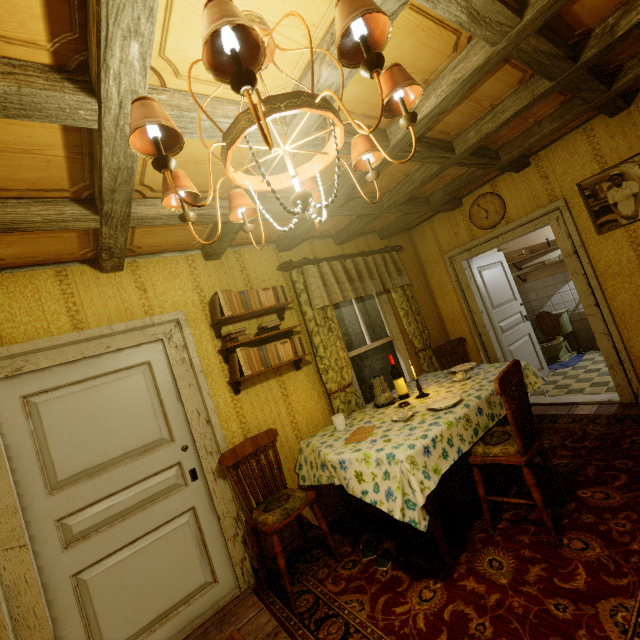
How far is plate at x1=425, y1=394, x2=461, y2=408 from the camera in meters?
2.6

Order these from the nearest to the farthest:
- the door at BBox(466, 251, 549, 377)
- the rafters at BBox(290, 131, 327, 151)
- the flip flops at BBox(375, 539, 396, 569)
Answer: the rafters at BBox(290, 131, 327, 151) → the flip flops at BBox(375, 539, 396, 569) → the door at BBox(466, 251, 549, 377)

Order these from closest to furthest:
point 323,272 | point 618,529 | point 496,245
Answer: point 618,529 < point 323,272 < point 496,245

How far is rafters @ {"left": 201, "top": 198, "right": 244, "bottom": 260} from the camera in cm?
234

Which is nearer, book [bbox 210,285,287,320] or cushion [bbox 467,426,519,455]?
cushion [bbox 467,426,519,455]

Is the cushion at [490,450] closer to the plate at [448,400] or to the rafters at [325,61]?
the plate at [448,400]

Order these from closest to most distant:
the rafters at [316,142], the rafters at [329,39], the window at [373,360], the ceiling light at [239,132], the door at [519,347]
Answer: the ceiling light at [239,132], the rafters at [329,39], the rafters at [316,142], the window at [373,360], the door at [519,347]

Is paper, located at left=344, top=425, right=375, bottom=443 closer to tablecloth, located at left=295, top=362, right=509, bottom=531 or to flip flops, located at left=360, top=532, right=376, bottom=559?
tablecloth, located at left=295, top=362, right=509, bottom=531
